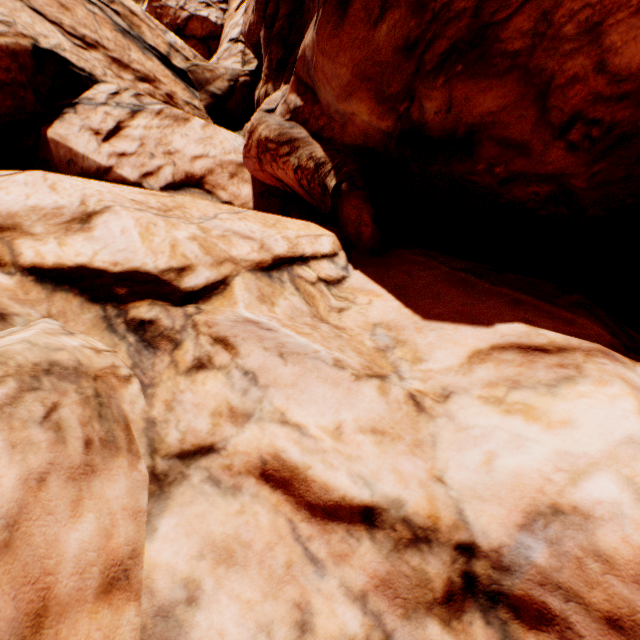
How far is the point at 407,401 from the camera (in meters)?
→ 4.54
